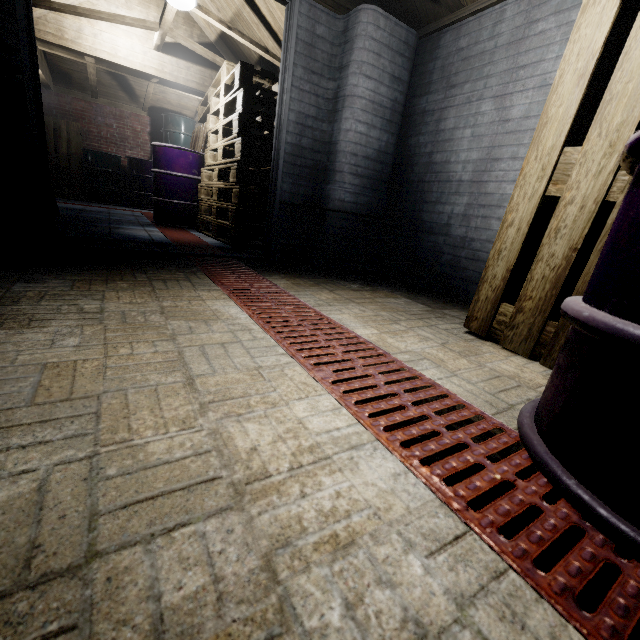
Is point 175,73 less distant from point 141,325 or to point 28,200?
point 28,200

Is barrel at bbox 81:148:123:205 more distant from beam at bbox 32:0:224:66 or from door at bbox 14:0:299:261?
door at bbox 14:0:299:261

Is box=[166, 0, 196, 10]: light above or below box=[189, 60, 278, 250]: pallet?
above

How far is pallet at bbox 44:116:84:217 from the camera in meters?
6.3 m

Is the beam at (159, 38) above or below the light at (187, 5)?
above

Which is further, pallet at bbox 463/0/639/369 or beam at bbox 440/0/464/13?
beam at bbox 440/0/464/13

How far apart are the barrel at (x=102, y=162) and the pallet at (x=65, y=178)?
0.02m

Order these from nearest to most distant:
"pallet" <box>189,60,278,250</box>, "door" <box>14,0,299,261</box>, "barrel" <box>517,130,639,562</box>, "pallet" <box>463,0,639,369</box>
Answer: "barrel" <box>517,130,639,562</box> < "pallet" <box>463,0,639,369</box> < "door" <box>14,0,299,261</box> < "pallet" <box>189,60,278,250</box>
